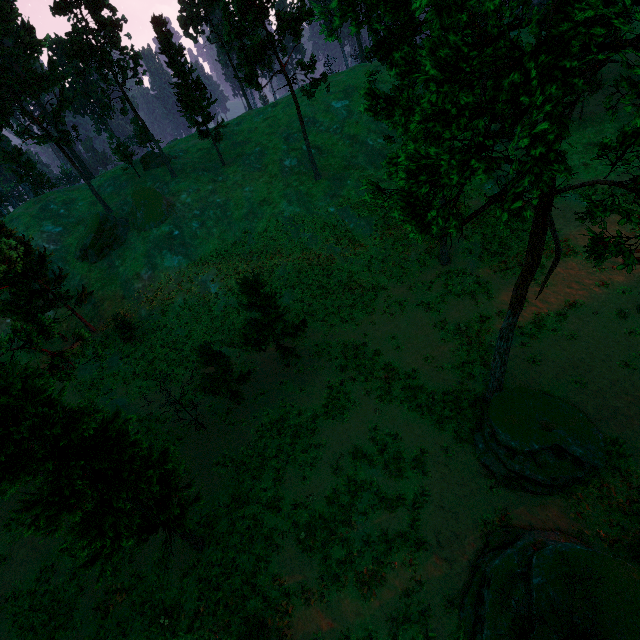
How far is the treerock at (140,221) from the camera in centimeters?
3988cm

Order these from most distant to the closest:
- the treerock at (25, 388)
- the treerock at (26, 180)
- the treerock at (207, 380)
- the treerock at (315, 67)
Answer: the treerock at (26, 180) < the treerock at (207, 380) < the treerock at (25, 388) < the treerock at (315, 67)

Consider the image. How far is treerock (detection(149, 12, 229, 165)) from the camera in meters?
36.7 m

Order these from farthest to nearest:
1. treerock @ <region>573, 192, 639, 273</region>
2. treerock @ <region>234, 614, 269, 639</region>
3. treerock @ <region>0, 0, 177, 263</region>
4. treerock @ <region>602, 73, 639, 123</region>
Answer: treerock @ <region>0, 0, 177, 263</region>, treerock @ <region>234, 614, 269, 639</region>, treerock @ <region>573, 192, 639, 273</region>, treerock @ <region>602, 73, 639, 123</region>

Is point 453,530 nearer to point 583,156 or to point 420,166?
point 420,166

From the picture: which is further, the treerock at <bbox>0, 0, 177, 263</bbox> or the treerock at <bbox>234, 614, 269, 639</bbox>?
the treerock at <bbox>0, 0, 177, 263</bbox>
